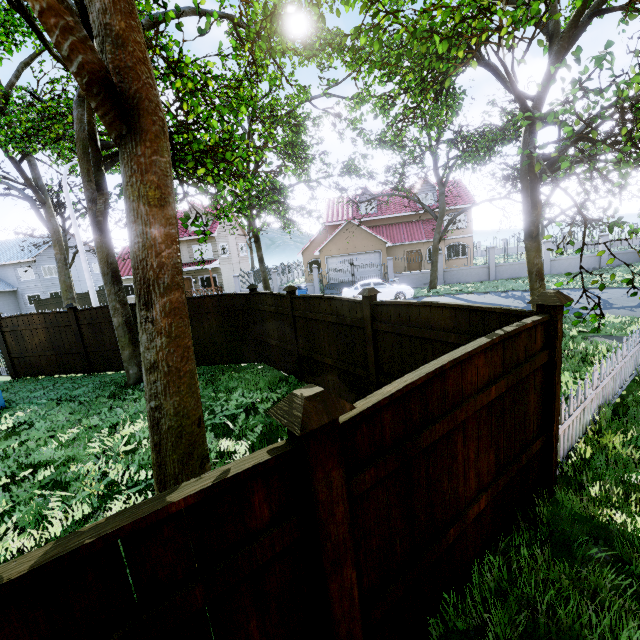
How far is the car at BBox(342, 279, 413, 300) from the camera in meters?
20.0 m

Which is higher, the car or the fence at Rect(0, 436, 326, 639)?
the fence at Rect(0, 436, 326, 639)

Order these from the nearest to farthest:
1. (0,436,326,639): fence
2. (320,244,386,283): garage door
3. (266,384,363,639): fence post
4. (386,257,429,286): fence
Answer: (0,436,326,639): fence → (266,384,363,639): fence post → (386,257,429,286): fence → (320,244,386,283): garage door

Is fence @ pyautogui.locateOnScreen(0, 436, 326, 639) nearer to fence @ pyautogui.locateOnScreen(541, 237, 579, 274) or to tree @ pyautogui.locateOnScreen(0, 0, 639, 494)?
tree @ pyautogui.locateOnScreen(0, 0, 639, 494)

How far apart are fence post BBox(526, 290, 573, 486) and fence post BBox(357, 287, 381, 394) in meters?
2.5

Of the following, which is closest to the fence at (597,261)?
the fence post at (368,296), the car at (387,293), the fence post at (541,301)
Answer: the car at (387,293)

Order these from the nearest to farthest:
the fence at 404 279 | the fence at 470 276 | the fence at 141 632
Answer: the fence at 141 632
the fence at 470 276
the fence at 404 279

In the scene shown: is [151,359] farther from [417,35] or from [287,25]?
[287,25]
